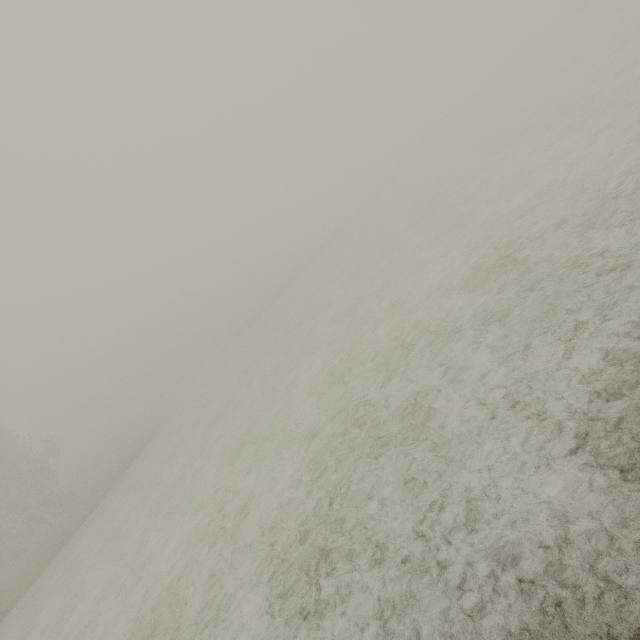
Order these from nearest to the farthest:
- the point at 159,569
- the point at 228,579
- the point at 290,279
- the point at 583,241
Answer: the point at 583,241
the point at 228,579
the point at 159,569
the point at 290,279
